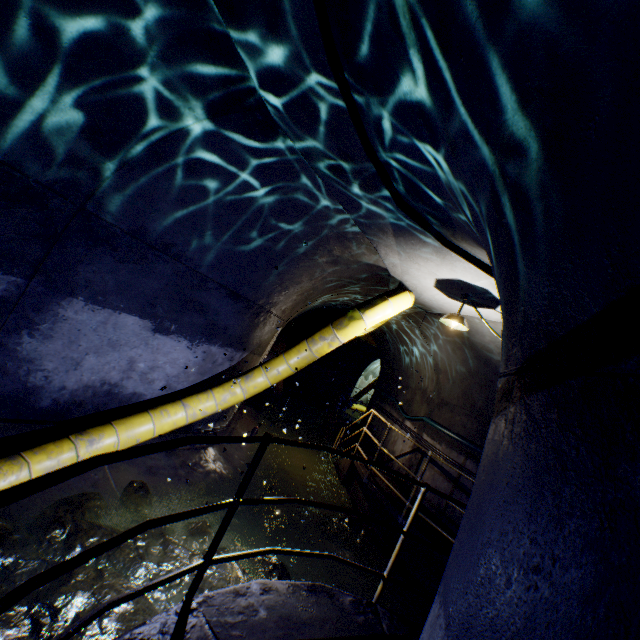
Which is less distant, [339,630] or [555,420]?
[555,420]

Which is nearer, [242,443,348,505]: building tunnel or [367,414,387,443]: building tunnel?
[242,443,348,505]: building tunnel

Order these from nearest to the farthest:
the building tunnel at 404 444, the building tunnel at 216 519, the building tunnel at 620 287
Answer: the building tunnel at 620 287, the building tunnel at 216 519, the building tunnel at 404 444

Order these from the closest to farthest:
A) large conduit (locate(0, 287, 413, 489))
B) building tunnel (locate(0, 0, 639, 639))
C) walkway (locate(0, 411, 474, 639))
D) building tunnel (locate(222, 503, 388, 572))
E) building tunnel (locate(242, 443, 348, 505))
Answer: building tunnel (locate(0, 0, 639, 639))
walkway (locate(0, 411, 474, 639))
large conduit (locate(0, 287, 413, 489))
building tunnel (locate(222, 503, 388, 572))
building tunnel (locate(242, 443, 348, 505))

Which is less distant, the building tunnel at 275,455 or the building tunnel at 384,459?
the building tunnel at 275,455

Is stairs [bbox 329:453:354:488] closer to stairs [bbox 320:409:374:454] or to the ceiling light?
stairs [bbox 320:409:374:454]

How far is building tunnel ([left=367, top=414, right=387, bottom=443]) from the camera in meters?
10.5 m
